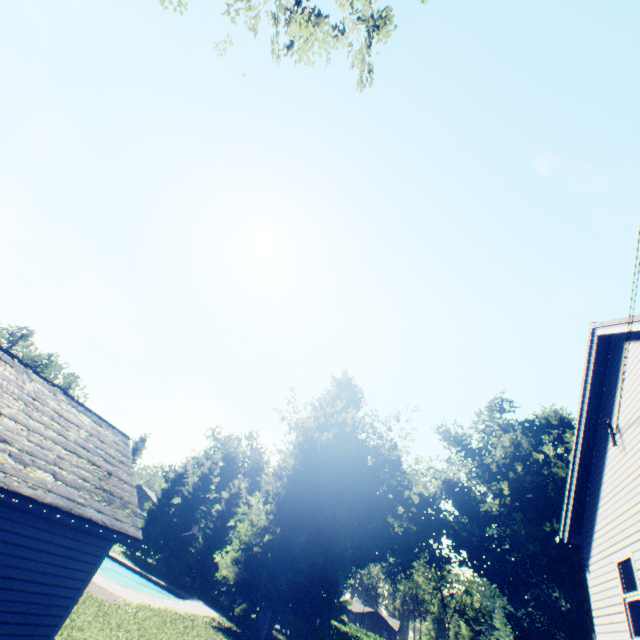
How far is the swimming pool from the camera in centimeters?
2724cm

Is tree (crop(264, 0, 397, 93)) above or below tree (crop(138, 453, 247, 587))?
above

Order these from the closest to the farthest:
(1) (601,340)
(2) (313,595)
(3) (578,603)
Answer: (1) (601,340), (2) (313,595), (3) (578,603)

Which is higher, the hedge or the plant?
the plant

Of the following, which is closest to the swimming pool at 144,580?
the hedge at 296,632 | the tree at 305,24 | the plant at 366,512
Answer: the plant at 366,512

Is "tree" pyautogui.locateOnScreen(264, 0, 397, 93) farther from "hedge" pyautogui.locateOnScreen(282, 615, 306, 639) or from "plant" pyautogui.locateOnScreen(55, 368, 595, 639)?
"hedge" pyautogui.locateOnScreen(282, 615, 306, 639)

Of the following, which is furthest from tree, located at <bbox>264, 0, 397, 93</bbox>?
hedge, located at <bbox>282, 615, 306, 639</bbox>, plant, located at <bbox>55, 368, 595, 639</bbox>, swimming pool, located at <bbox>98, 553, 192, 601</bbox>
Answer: swimming pool, located at <bbox>98, 553, 192, 601</bbox>

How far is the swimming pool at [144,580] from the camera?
27.24m
